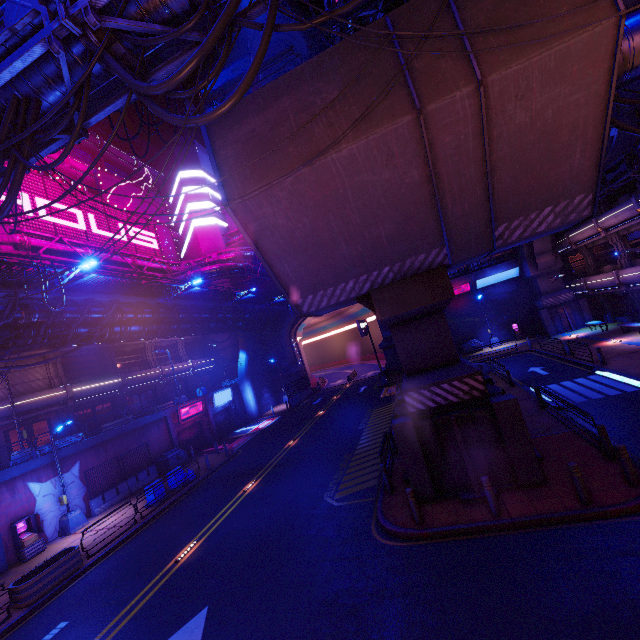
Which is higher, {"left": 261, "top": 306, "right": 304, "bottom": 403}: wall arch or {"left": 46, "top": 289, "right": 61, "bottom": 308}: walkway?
{"left": 46, "top": 289, "right": 61, "bottom": 308}: walkway

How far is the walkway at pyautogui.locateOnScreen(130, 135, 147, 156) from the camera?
52.11m

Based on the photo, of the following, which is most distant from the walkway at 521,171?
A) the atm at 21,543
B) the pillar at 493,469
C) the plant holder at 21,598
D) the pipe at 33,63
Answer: the atm at 21,543

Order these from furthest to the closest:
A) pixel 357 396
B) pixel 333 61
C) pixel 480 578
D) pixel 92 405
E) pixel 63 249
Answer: pixel 357 396 → pixel 92 405 → pixel 63 249 → pixel 333 61 → pixel 480 578

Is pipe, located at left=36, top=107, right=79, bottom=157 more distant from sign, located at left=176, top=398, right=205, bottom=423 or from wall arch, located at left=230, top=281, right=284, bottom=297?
sign, located at left=176, top=398, right=205, bottom=423

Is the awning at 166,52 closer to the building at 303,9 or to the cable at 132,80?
the cable at 132,80

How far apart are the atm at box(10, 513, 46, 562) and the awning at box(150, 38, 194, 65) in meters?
22.7

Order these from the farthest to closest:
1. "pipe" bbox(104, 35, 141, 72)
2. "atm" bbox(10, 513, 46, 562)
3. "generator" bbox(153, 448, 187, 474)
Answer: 1. "generator" bbox(153, 448, 187, 474)
2. "atm" bbox(10, 513, 46, 562)
3. "pipe" bbox(104, 35, 141, 72)
